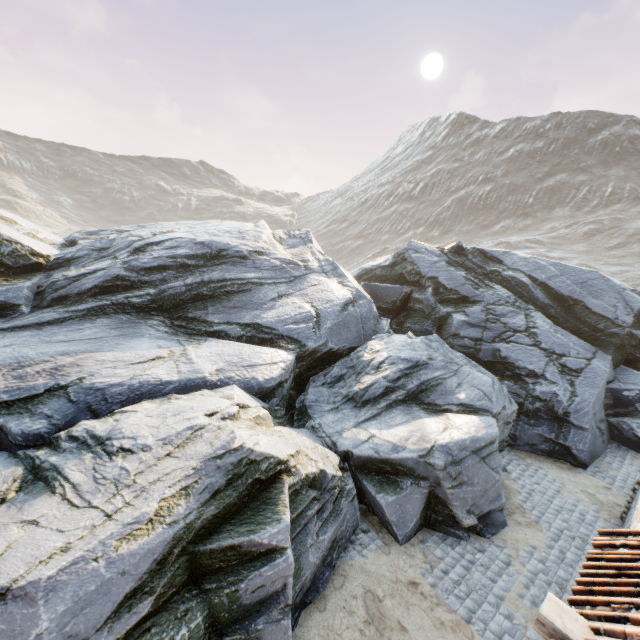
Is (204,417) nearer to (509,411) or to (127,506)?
(127,506)

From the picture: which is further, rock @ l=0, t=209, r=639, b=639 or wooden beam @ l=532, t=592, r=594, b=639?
rock @ l=0, t=209, r=639, b=639

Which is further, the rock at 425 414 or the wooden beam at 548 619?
the rock at 425 414
